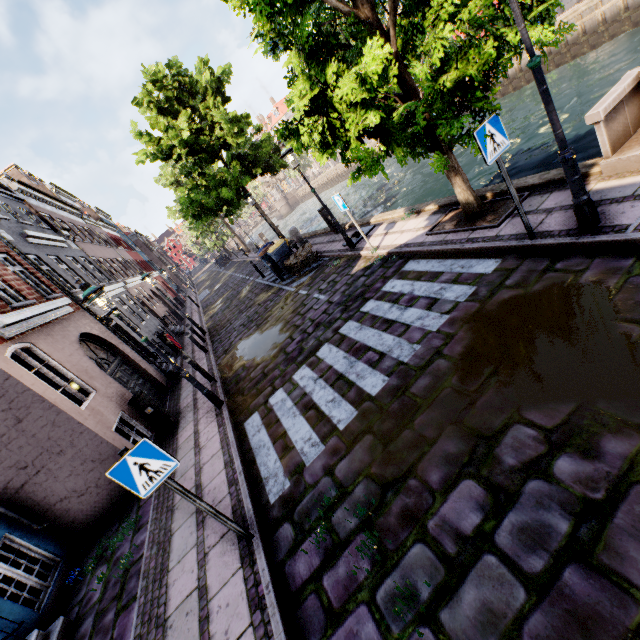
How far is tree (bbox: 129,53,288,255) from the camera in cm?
1430

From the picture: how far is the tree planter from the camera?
6.1 meters

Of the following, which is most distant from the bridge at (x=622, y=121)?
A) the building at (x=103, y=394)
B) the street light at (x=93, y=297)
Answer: the building at (x=103, y=394)

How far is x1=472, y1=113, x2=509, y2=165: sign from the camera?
4.3 meters

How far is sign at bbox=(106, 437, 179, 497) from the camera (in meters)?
3.28

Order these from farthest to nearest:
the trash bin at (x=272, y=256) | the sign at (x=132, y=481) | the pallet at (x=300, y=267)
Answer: the trash bin at (x=272, y=256) → the pallet at (x=300, y=267) → the sign at (x=132, y=481)

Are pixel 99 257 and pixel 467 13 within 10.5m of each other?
no

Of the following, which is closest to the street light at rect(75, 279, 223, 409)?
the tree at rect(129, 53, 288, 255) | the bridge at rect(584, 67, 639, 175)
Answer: the bridge at rect(584, 67, 639, 175)
